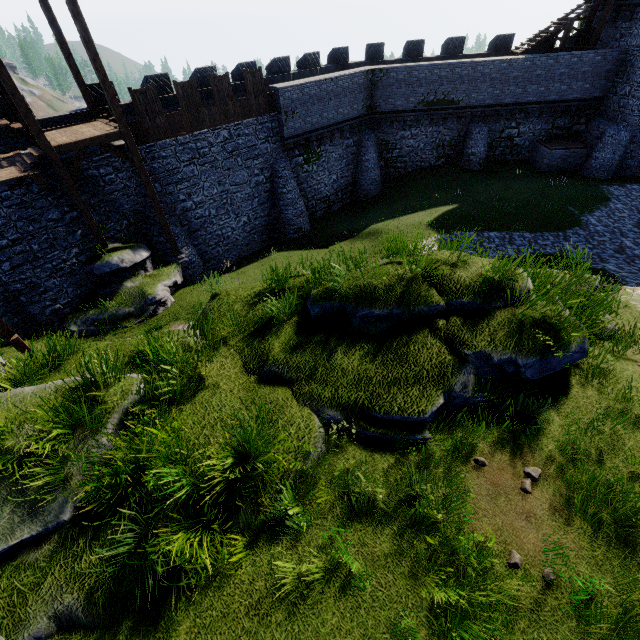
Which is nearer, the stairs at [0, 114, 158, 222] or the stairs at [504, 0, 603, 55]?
the stairs at [0, 114, 158, 222]

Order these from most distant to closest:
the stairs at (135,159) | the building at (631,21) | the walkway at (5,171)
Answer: the building at (631,21) → the stairs at (135,159) → the walkway at (5,171)

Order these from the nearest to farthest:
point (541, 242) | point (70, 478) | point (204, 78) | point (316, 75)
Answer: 1. point (70, 478)
2. point (541, 242)
3. point (204, 78)
4. point (316, 75)

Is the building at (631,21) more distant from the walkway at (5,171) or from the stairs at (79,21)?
the walkway at (5,171)

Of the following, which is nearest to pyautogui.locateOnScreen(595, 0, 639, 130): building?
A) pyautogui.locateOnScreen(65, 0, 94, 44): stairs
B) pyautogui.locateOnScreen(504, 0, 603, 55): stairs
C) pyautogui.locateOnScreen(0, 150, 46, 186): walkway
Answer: pyautogui.locateOnScreen(504, 0, 603, 55): stairs

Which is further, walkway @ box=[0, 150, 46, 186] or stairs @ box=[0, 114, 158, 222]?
stairs @ box=[0, 114, 158, 222]

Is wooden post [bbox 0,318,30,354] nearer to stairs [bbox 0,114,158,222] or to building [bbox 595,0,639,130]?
stairs [bbox 0,114,158,222]

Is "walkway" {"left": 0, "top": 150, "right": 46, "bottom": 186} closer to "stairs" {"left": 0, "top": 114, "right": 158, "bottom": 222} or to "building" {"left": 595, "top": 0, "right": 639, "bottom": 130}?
"stairs" {"left": 0, "top": 114, "right": 158, "bottom": 222}
